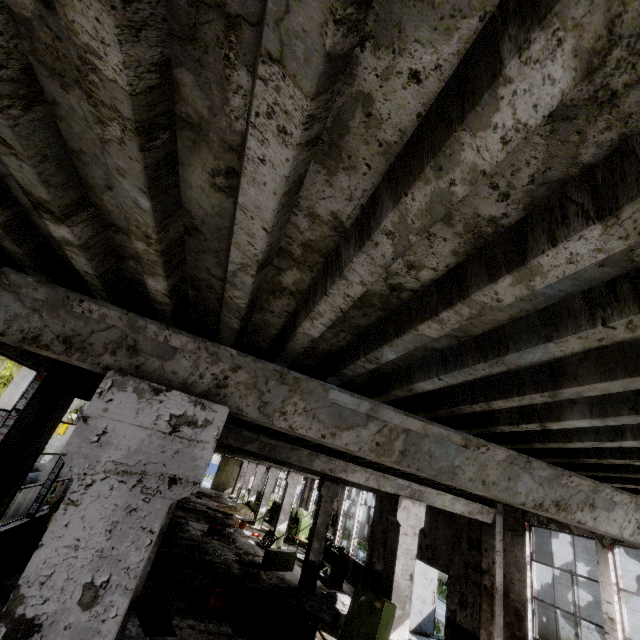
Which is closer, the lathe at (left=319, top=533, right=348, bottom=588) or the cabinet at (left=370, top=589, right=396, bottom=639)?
the cabinet at (left=370, top=589, right=396, bottom=639)

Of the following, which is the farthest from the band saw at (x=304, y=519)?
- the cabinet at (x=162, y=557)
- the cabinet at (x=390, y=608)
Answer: the cabinet at (x=390, y=608)

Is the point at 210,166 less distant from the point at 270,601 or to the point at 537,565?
the point at 270,601

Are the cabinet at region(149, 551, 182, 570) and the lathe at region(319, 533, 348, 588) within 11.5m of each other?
yes

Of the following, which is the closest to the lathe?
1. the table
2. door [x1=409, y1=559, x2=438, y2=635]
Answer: door [x1=409, y1=559, x2=438, y2=635]

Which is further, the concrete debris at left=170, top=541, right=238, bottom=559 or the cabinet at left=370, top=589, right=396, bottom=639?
the concrete debris at left=170, top=541, right=238, bottom=559

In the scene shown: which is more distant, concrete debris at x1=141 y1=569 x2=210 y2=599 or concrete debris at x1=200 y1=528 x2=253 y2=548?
concrete debris at x1=200 y1=528 x2=253 y2=548

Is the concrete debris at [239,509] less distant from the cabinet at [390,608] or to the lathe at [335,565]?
the lathe at [335,565]
